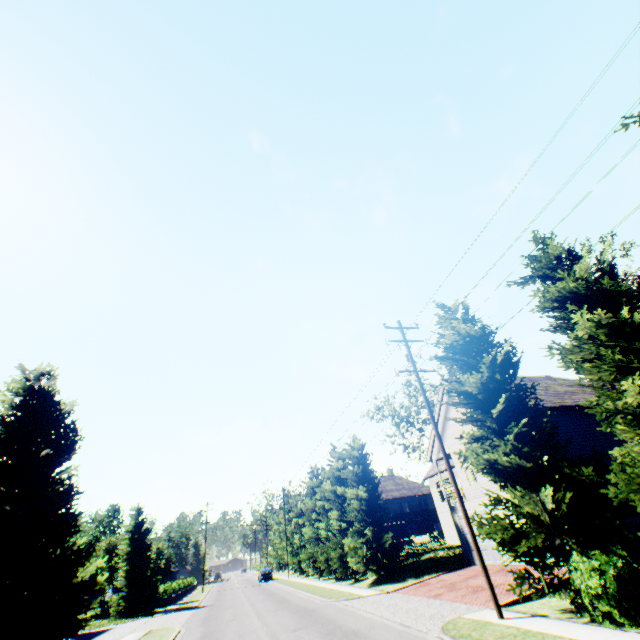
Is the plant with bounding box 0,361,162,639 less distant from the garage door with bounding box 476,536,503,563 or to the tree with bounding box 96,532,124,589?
the tree with bounding box 96,532,124,589

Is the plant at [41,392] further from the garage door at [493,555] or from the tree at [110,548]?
the garage door at [493,555]

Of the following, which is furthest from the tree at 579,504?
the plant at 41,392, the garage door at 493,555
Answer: the garage door at 493,555

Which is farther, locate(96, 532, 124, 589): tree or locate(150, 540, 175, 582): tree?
locate(150, 540, 175, 582): tree

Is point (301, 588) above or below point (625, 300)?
below

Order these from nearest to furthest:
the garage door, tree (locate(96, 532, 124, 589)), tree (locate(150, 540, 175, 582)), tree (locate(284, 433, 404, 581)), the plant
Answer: the plant
the garage door
tree (locate(284, 433, 404, 581))
tree (locate(96, 532, 124, 589))
tree (locate(150, 540, 175, 582))

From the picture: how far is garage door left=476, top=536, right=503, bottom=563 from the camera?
19.4 meters
